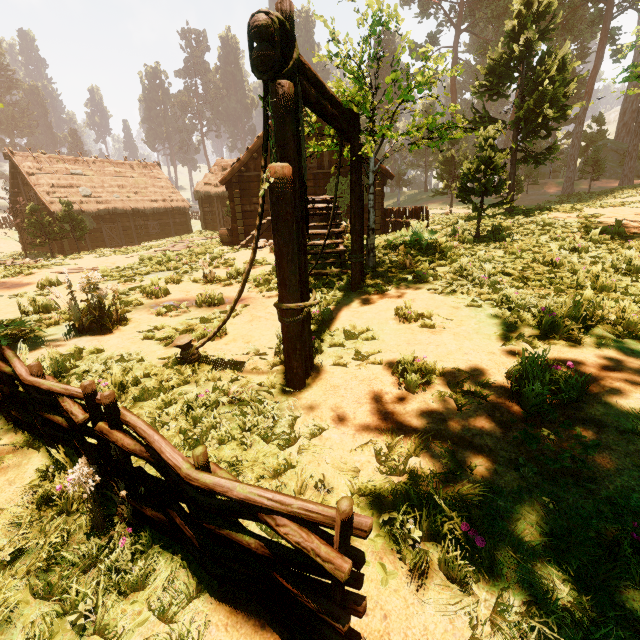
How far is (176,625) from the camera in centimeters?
187cm

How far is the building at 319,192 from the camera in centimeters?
910cm

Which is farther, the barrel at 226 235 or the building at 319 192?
the barrel at 226 235

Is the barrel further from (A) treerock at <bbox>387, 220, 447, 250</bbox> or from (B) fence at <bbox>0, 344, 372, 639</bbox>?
(B) fence at <bbox>0, 344, 372, 639</bbox>

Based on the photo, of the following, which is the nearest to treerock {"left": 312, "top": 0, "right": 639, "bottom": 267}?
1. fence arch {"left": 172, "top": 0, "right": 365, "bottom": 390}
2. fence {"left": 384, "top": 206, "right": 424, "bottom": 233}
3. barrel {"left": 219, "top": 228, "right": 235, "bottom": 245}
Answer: fence arch {"left": 172, "top": 0, "right": 365, "bottom": 390}

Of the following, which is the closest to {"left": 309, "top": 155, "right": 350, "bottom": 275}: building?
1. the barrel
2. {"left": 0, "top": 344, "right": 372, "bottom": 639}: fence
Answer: the barrel

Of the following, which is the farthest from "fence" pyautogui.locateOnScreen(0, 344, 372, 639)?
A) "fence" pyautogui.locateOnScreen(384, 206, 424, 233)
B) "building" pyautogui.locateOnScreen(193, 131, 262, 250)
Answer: "fence" pyautogui.locateOnScreen(384, 206, 424, 233)

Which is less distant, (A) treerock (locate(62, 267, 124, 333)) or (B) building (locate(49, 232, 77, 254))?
(A) treerock (locate(62, 267, 124, 333))
